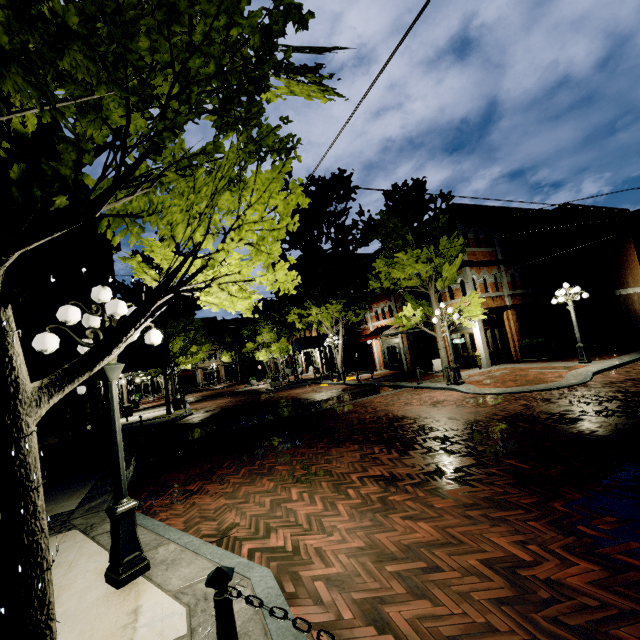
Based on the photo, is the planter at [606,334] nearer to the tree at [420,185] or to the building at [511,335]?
the building at [511,335]

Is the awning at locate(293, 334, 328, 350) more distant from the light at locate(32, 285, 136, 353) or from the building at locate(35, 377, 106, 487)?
the light at locate(32, 285, 136, 353)

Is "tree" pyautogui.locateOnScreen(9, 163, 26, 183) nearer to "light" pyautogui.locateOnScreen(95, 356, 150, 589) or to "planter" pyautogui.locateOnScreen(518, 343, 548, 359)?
"light" pyautogui.locateOnScreen(95, 356, 150, 589)

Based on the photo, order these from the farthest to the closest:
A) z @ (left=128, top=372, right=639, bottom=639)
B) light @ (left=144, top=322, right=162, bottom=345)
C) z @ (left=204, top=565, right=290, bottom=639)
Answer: light @ (left=144, top=322, right=162, bottom=345) < z @ (left=128, top=372, right=639, bottom=639) < z @ (left=204, top=565, right=290, bottom=639)

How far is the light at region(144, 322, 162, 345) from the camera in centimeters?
469cm

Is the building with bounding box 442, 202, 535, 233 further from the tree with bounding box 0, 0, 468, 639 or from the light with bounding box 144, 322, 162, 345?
the light with bounding box 144, 322, 162, 345

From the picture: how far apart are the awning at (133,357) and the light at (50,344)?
12.5m

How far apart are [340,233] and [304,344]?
13.1m
